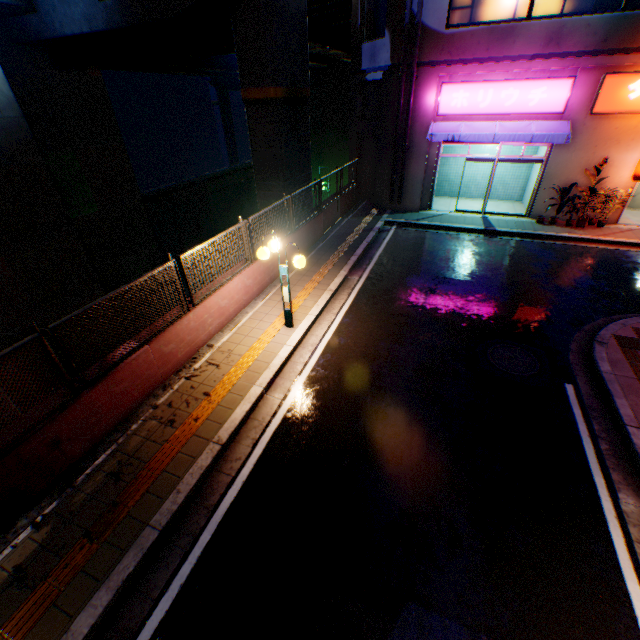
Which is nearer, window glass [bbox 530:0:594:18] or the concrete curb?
the concrete curb

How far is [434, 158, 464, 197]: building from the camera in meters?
17.0

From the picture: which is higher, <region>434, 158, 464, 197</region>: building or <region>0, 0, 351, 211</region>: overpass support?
<region>0, 0, 351, 211</region>: overpass support

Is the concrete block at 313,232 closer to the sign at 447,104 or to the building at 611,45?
the building at 611,45

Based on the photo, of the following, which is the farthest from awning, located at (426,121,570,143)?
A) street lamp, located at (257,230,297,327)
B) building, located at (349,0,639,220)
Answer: street lamp, located at (257,230,297,327)

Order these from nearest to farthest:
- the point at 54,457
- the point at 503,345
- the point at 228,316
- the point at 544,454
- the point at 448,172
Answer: the point at 54,457
the point at 544,454
the point at 503,345
the point at 228,316
the point at 448,172

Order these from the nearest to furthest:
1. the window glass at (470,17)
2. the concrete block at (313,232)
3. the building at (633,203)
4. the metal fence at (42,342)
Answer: the metal fence at (42,342), the concrete block at (313,232), the window glass at (470,17), the building at (633,203)
